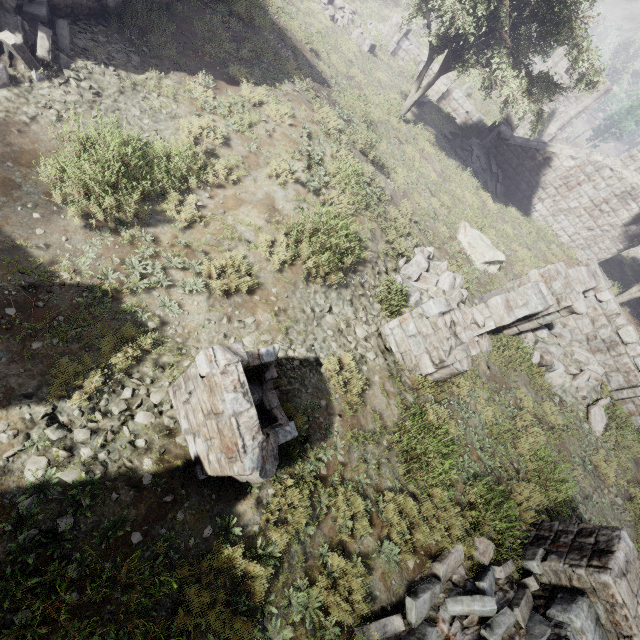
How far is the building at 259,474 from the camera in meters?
3.1

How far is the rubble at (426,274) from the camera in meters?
7.9

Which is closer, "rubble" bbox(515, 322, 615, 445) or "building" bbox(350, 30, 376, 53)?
"rubble" bbox(515, 322, 615, 445)

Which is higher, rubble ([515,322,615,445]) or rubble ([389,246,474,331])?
rubble ([515,322,615,445])

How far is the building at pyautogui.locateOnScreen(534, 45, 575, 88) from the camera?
22.8 meters

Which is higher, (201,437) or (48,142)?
(201,437)

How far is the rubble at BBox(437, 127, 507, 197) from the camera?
18.8 meters

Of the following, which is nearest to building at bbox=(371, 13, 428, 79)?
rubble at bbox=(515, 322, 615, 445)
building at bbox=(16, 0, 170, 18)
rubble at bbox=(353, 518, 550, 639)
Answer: building at bbox=(16, 0, 170, 18)
